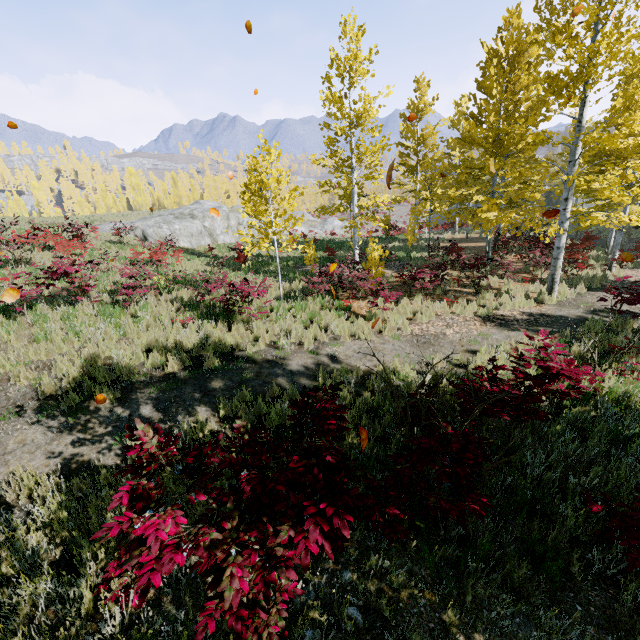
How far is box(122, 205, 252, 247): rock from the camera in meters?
25.1 m

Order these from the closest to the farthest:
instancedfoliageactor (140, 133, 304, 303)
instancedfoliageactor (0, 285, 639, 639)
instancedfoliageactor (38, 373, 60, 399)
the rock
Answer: instancedfoliageactor (0, 285, 639, 639)
instancedfoliageactor (38, 373, 60, 399)
instancedfoliageactor (140, 133, 304, 303)
the rock

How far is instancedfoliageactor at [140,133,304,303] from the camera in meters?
9.4 m

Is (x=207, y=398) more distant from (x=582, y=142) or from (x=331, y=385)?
(x=582, y=142)

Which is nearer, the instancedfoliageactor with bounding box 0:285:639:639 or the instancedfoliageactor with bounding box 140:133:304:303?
the instancedfoliageactor with bounding box 0:285:639:639

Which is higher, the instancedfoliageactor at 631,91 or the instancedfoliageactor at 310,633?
the instancedfoliageactor at 631,91

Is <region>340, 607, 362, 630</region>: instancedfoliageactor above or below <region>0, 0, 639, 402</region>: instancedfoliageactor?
→ below
